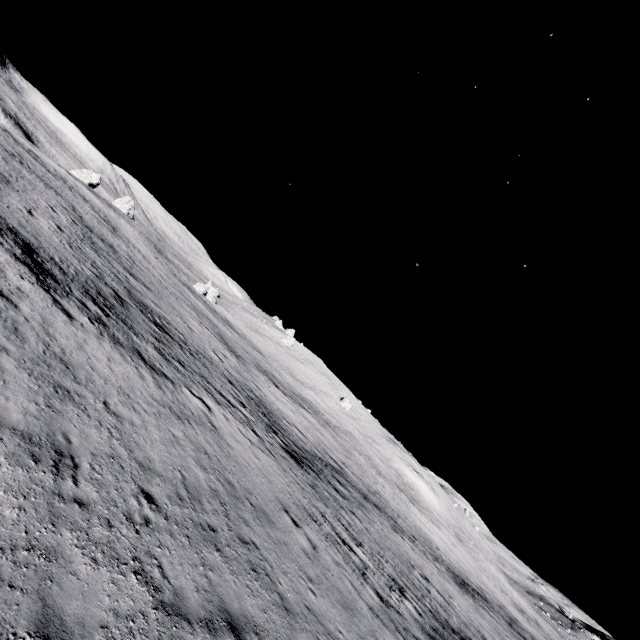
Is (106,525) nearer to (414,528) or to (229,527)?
Answer: (229,527)
